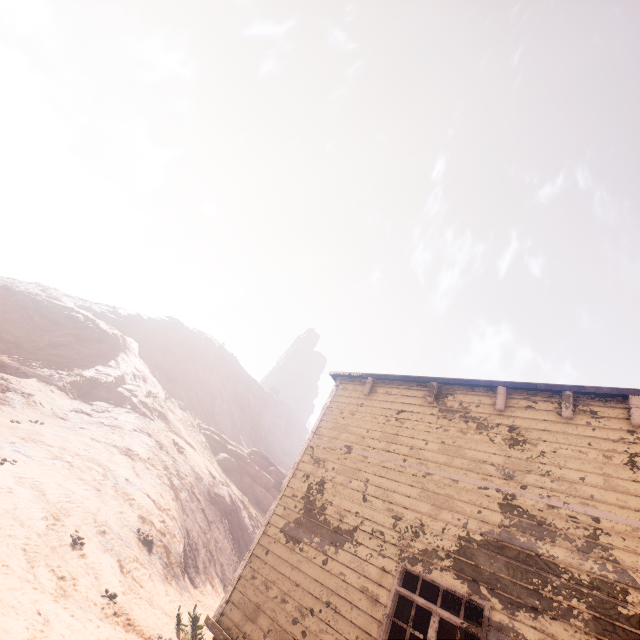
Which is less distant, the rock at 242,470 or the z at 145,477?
the z at 145,477

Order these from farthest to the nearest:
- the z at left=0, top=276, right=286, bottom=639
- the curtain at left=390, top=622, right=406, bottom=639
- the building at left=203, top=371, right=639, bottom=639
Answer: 1. the z at left=0, top=276, right=286, bottom=639
2. the curtain at left=390, top=622, right=406, bottom=639
3. the building at left=203, top=371, right=639, bottom=639

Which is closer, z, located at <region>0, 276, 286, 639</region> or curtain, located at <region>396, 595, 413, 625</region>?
curtain, located at <region>396, 595, 413, 625</region>

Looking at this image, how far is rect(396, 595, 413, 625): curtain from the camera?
5.1m

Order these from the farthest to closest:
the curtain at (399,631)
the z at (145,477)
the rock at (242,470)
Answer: the rock at (242,470) → the z at (145,477) → the curtain at (399,631)

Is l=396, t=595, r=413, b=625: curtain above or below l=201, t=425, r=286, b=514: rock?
below

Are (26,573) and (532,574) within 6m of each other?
no

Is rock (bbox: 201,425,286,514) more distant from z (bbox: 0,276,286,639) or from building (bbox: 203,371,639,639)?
building (bbox: 203,371,639,639)
